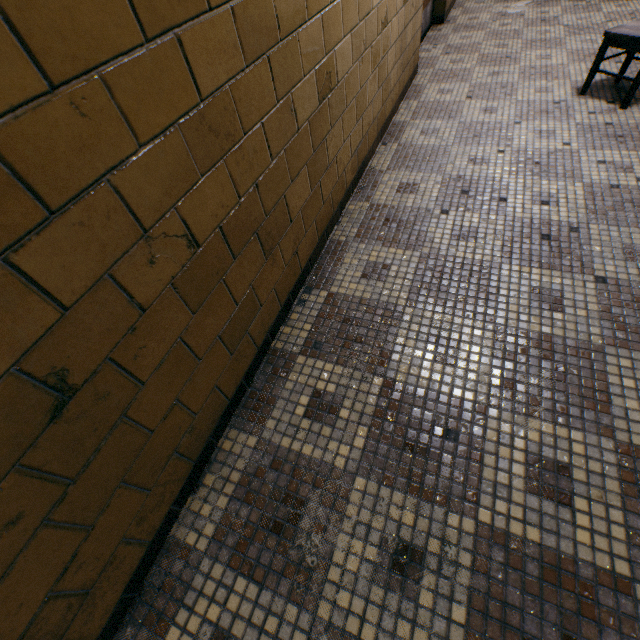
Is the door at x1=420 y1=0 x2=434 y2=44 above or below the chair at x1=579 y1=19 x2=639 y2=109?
below

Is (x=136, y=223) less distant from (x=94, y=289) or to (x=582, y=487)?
(x=94, y=289)

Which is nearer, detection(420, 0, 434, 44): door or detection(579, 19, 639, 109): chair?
detection(579, 19, 639, 109): chair

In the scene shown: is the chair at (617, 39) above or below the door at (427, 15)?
above

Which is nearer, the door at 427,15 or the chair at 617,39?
the chair at 617,39
